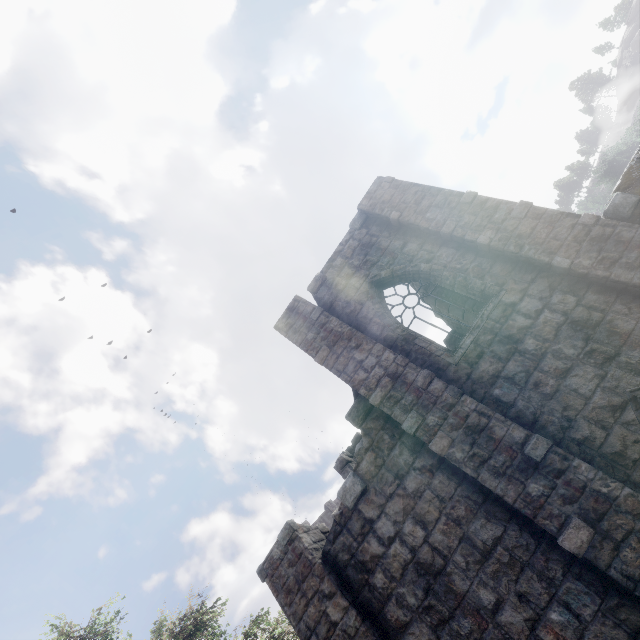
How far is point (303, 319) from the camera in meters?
9.6
